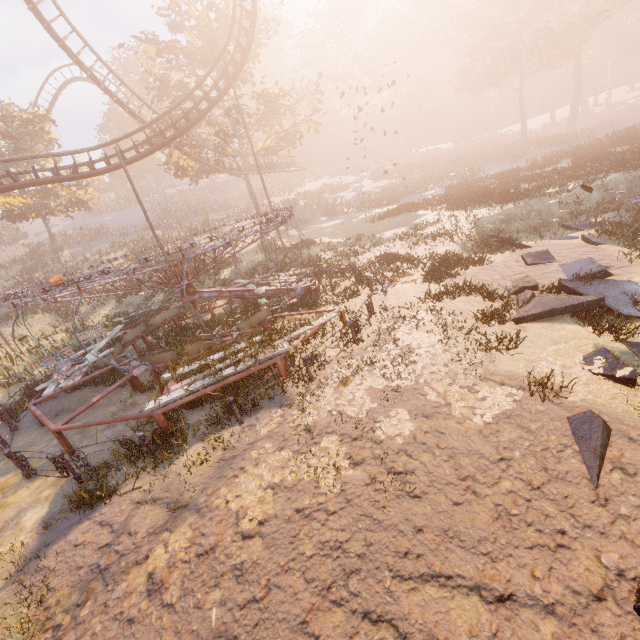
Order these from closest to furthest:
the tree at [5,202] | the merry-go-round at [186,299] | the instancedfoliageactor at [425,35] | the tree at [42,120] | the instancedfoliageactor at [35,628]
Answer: the instancedfoliageactor at [35,628] < the merry-go-round at [186,299] < the instancedfoliageactor at [425,35] < the tree at [42,120] < the tree at [5,202]

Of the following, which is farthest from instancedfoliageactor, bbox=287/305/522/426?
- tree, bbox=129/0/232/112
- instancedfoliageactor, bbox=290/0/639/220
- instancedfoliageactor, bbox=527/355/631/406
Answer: tree, bbox=129/0/232/112

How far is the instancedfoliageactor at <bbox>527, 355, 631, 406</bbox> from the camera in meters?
5.7 m

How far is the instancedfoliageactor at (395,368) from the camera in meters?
6.4 m

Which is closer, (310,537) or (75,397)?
(310,537)

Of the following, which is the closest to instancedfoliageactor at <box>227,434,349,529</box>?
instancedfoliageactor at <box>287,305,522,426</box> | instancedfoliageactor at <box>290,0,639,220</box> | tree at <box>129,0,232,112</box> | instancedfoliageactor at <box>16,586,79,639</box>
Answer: instancedfoliageactor at <box>287,305,522,426</box>

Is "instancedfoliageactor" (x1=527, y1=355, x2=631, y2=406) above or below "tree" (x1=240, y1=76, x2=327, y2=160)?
below

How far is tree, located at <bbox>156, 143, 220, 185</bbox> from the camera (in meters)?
28.23
